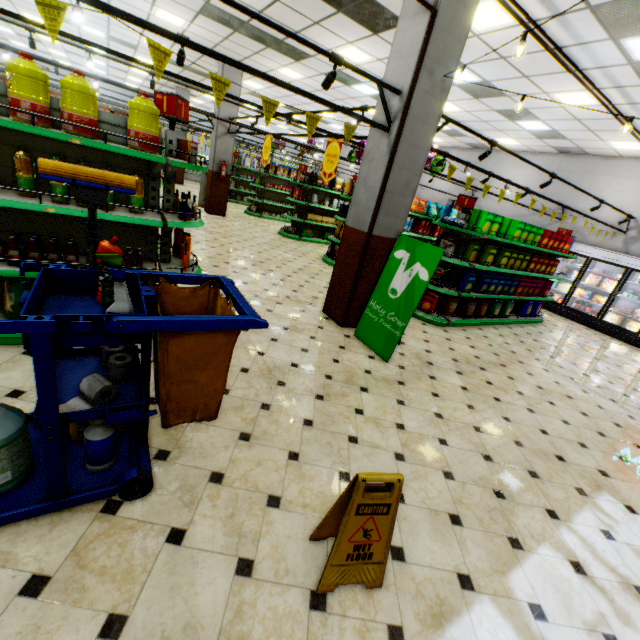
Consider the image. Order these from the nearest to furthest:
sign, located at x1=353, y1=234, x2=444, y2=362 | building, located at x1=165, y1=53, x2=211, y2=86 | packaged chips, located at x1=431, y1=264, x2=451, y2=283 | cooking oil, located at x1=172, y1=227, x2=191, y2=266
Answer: cooking oil, located at x1=172, y1=227, x2=191, y2=266, sign, located at x1=353, y1=234, x2=444, y2=362, packaged chips, located at x1=431, y1=264, x2=451, y2=283, building, located at x1=165, y1=53, x2=211, y2=86

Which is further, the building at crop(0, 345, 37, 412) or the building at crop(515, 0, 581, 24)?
the building at crop(515, 0, 581, 24)

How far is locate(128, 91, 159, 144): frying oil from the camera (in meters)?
2.88

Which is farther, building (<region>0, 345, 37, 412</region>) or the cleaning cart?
building (<region>0, 345, 37, 412</region>)

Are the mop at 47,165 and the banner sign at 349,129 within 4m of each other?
yes

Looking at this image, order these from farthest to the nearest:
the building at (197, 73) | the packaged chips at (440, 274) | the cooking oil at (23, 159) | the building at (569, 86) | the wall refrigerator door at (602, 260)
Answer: the building at (197, 73) < the wall refrigerator door at (602, 260) < the packaged chips at (440, 274) < the building at (569, 86) < the cooking oil at (23, 159)

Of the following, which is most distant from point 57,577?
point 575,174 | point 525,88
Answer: point 575,174

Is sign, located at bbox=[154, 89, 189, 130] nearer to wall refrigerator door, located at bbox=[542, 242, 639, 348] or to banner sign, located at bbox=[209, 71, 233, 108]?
banner sign, located at bbox=[209, 71, 233, 108]
